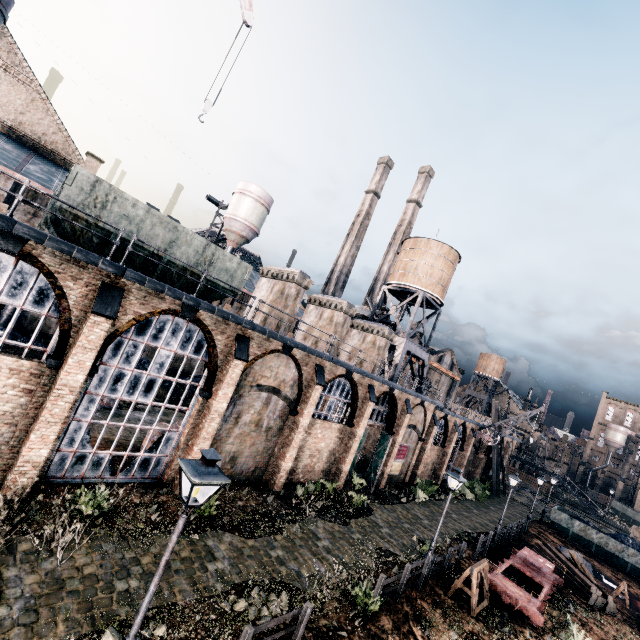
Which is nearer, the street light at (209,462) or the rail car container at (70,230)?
the street light at (209,462)

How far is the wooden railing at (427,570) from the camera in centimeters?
1205cm

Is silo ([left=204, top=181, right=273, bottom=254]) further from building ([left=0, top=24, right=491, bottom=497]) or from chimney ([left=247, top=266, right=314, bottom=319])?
chimney ([left=247, top=266, right=314, bottom=319])

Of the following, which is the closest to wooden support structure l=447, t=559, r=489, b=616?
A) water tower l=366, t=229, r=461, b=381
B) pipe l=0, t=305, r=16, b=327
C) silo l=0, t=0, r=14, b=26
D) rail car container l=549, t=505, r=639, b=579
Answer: water tower l=366, t=229, r=461, b=381

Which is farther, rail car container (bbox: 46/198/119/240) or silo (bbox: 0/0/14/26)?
silo (bbox: 0/0/14/26)

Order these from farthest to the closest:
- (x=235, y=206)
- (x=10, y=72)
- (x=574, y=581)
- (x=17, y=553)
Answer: (x=235, y=206) < (x=10, y=72) < (x=574, y=581) < (x=17, y=553)

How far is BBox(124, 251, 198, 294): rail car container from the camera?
13.7m

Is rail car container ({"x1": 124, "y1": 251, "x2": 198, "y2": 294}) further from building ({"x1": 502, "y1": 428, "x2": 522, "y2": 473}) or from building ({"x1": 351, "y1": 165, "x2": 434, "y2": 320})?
building ({"x1": 351, "y1": 165, "x2": 434, "y2": 320})
